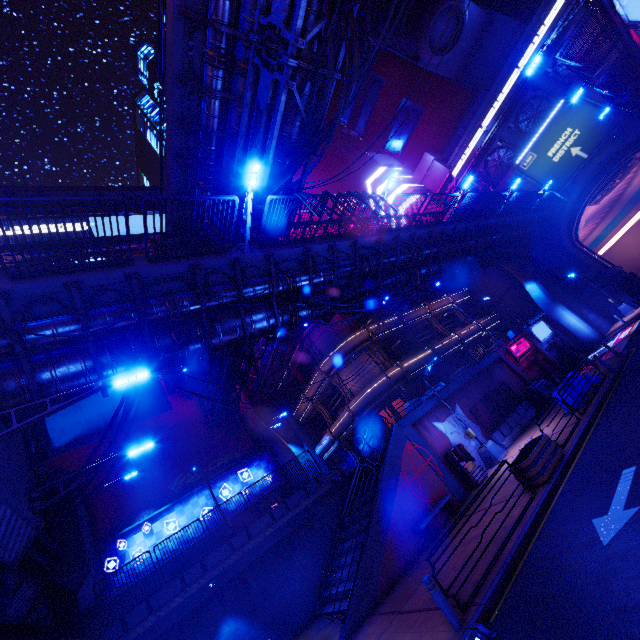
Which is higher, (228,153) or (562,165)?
(228,153)

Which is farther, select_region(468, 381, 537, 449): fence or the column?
select_region(468, 381, 537, 449): fence

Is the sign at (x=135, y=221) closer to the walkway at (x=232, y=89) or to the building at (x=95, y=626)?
the walkway at (x=232, y=89)

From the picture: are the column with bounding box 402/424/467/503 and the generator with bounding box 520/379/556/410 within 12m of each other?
yes

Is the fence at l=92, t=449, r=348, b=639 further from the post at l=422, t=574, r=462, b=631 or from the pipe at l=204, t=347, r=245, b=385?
the post at l=422, t=574, r=462, b=631

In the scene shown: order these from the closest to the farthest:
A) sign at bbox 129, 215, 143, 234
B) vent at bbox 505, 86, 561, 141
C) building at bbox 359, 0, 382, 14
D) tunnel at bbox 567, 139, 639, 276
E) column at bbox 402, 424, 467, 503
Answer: column at bbox 402, 424, 467, 503, tunnel at bbox 567, 139, 639, 276, vent at bbox 505, 86, 561, 141, sign at bbox 129, 215, 143, 234, building at bbox 359, 0, 382, 14

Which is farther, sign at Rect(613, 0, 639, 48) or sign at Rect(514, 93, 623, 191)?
sign at Rect(514, 93, 623, 191)

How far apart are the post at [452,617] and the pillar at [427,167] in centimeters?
4705cm
